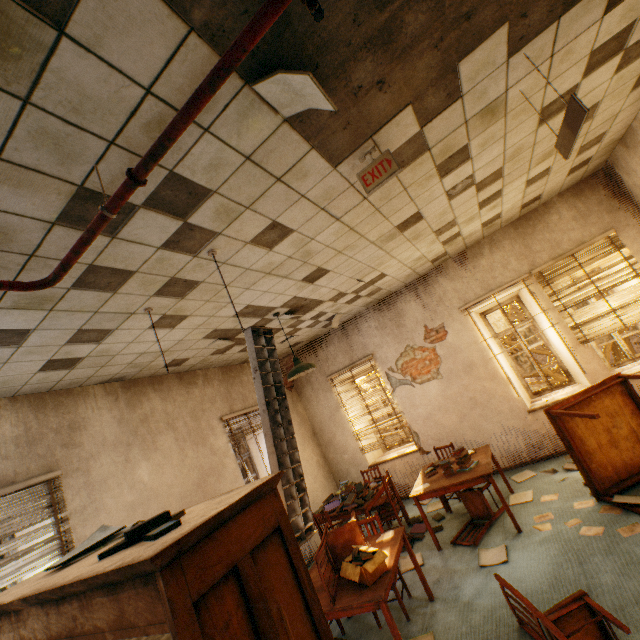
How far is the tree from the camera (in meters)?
9.59

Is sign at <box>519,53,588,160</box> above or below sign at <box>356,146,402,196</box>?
below

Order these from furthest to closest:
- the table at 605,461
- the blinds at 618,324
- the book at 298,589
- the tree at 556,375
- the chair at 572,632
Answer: the tree at 556,375 → the blinds at 618,324 → the table at 605,461 → the chair at 572,632 → the book at 298,589

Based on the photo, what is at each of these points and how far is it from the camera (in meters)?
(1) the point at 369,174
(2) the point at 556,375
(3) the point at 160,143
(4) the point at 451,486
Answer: (1) sign, 2.46
(2) tree, 9.80
(3) sprinkler pipe, 1.38
(4) table, 4.45

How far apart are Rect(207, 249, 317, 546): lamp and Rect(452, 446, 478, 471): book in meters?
3.2 m

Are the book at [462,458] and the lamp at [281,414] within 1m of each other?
no

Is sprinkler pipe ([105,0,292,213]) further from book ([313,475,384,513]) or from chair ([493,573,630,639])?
book ([313,475,384,513])

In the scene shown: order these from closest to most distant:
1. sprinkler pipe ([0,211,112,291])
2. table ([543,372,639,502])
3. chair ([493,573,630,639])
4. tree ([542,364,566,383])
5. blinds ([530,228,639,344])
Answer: sprinkler pipe ([0,211,112,291]), chair ([493,573,630,639]), table ([543,372,639,502]), blinds ([530,228,639,344]), tree ([542,364,566,383])
